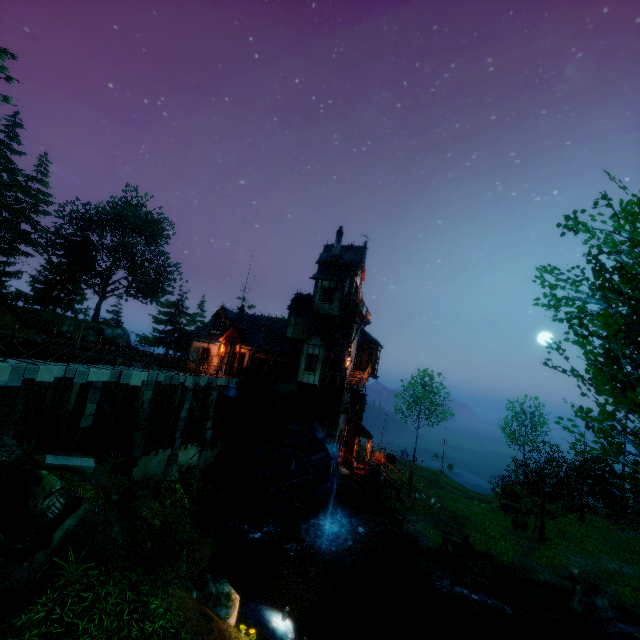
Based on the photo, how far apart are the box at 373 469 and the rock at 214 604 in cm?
1539

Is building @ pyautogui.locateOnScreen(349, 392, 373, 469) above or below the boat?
above

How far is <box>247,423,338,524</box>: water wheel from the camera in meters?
21.2 m

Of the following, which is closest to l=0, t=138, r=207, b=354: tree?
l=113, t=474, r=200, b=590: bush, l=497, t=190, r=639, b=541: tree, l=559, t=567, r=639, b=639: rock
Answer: l=497, t=190, r=639, b=541: tree

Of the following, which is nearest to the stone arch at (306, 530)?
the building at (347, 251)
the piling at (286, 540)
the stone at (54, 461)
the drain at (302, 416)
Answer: the building at (347, 251)

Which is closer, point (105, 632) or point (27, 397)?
point (105, 632)

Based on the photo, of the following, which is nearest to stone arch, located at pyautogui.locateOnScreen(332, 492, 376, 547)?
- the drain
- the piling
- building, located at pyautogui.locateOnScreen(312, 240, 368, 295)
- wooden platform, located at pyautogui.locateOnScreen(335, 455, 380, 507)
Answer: wooden platform, located at pyautogui.locateOnScreen(335, 455, 380, 507)

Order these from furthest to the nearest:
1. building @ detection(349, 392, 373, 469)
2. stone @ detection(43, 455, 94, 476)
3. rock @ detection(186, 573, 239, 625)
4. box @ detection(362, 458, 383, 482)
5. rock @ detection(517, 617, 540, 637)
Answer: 1. building @ detection(349, 392, 373, 469)
2. box @ detection(362, 458, 383, 482)
3. rock @ detection(517, 617, 540, 637)
4. stone @ detection(43, 455, 94, 476)
5. rock @ detection(186, 573, 239, 625)
